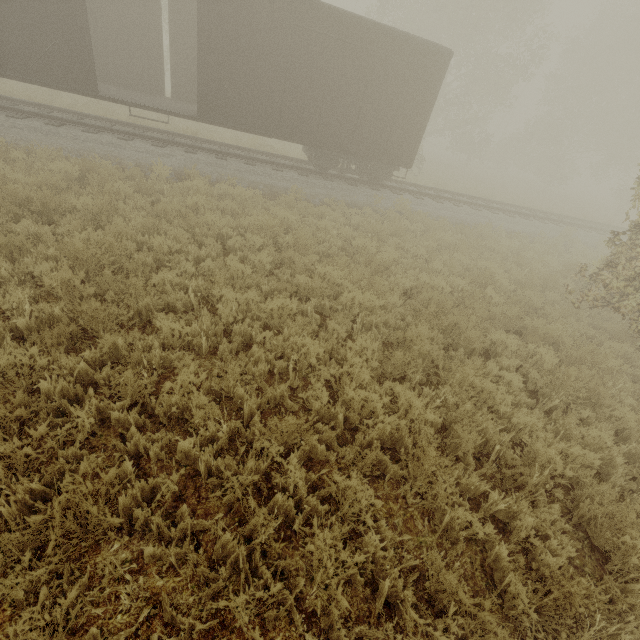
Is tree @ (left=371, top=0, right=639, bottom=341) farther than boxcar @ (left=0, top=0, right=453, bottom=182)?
No

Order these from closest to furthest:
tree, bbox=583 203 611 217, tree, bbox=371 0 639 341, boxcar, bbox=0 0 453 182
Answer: tree, bbox=371 0 639 341
boxcar, bbox=0 0 453 182
tree, bbox=583 203 611 217

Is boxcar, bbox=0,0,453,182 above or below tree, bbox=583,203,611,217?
above

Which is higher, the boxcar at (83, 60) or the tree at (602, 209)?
the boxcar at (83, 60)

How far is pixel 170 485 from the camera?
2.99m

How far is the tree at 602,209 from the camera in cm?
2503

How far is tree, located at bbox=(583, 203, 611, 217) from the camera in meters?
25.0

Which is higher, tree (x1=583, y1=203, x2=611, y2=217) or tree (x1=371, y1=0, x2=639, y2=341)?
tree (x1=371, y1=0, x2=639, y2=341)
